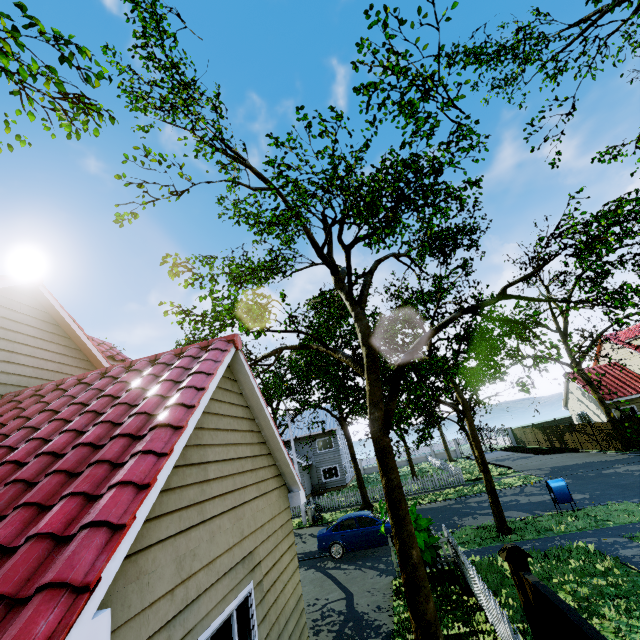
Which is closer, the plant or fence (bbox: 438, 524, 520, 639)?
fence (bbox: 438, 524, 520, 639)

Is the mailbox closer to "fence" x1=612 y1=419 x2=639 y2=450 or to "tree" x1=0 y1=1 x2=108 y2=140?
"tree" x1=0 y1=1 x2=108 y2=140

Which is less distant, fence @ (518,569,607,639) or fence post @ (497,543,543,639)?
fence @ (518,569,607,639)

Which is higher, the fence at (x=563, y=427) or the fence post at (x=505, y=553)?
the fence post at (x=505, y=553)

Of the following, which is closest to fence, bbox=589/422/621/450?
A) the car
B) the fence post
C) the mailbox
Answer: the fence post

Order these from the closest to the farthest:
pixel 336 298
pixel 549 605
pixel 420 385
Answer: pixel 549 605 → pixel 420 385 → pixel 336 298

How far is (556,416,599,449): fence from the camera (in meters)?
27.20

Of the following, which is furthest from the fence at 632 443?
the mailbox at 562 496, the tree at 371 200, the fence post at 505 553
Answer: the mailbox at 562 496
